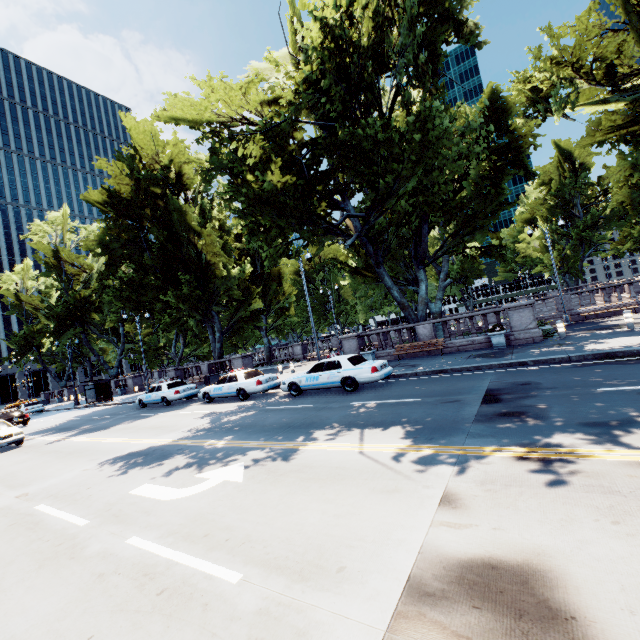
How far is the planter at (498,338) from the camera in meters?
16.2 m

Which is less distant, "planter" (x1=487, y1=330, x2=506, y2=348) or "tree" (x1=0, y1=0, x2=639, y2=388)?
"tree" (x1=0, y1=0, x2=639, y2=388)

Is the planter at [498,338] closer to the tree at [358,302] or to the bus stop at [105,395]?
the tree at [358,302]

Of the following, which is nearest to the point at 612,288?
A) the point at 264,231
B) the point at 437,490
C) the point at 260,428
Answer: the point at 264,231

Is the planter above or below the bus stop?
below

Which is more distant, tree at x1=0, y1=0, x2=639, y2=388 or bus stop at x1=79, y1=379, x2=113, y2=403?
bus stop at x1=79, y1=379, x2=113, y2=403

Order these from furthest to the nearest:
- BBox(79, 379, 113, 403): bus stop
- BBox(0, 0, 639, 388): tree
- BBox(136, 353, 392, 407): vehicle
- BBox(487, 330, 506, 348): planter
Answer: BBox(79, 379, 113, 403): bus stop, BBox(487, 330, 506, 348): planter, BBox(0, 0, 639, 388): tree, BBox(136, 353, 392, 407): vehicle

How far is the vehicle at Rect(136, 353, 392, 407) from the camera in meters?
13.2
